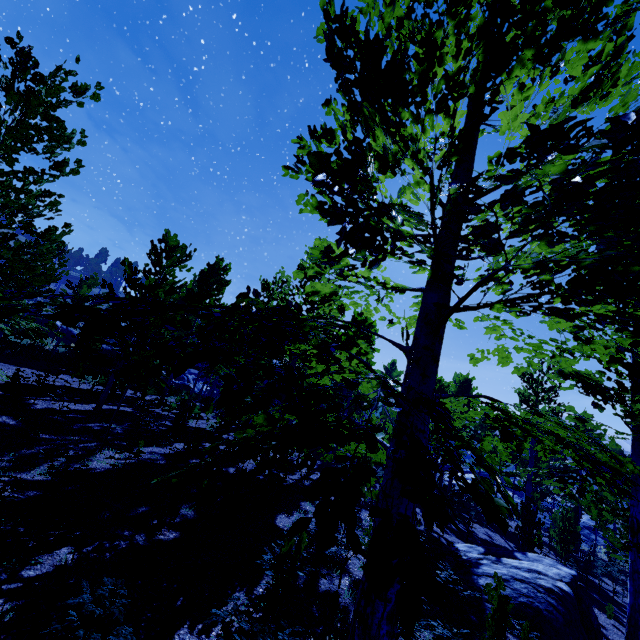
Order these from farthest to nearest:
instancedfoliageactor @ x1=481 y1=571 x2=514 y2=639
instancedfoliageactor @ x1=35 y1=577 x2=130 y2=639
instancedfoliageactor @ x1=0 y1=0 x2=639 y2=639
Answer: instancedfoliageactor @ x1=481 y1=571 x2=514 y2=639, instancedfoliageactor @ x1=35 y1=577 x2=130 y2=639, instancedfoliageactor @ x1=0 y1=0 x2=639 y2=639

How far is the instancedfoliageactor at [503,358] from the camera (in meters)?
3.84

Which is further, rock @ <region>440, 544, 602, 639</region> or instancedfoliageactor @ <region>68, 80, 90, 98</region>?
rock @ <region>440, 544, 602, 639</region>

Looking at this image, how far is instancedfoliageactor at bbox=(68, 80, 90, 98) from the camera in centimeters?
590cm

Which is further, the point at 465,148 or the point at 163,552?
the point at 163,552

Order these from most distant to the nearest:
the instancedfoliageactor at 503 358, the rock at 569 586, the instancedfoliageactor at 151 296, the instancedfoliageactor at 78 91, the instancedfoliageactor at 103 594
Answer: the rock at 569 586
the instancedfoliageactor at 78 91
the instancedfoliageactor at 503 358
the instancedfoliageactor at 103 594
the instancedfoliageactor at 151 296

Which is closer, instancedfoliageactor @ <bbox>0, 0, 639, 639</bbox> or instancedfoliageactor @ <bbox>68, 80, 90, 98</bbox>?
instancedfoliageactor @ <bbox>0, 0, 639, 639</bbox>
